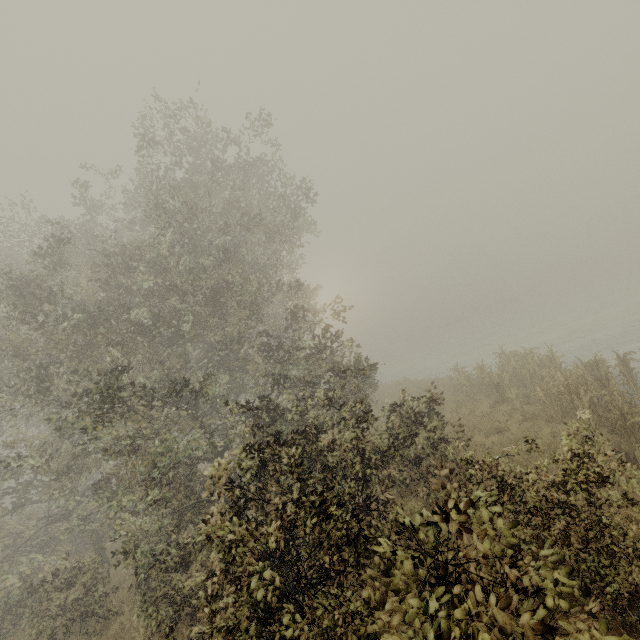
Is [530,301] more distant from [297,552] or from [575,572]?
[297,552]
